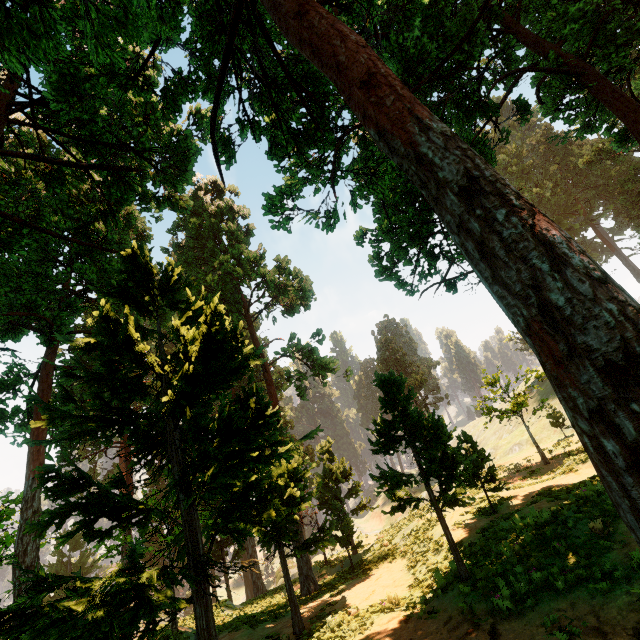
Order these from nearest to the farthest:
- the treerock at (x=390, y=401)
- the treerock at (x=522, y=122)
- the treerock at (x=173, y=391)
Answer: the treerock at (x=173, y=391) < the treerock at (x=390, y=401) < the treerock at (x=522, y=122)

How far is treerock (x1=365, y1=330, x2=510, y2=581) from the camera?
9.3m

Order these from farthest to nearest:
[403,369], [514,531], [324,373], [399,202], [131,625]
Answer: [403,369], [324,373], [399,202], [514,531], [131,625]

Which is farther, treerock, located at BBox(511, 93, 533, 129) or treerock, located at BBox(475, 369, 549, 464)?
treerock, located at BBox(475, 369, 549, 464)

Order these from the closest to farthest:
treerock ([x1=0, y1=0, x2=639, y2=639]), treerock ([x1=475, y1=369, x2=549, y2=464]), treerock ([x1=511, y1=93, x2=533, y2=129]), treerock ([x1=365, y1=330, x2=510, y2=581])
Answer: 1. treerock ([x1=0, y1=0, x2=639, y2=639])
2. treerock ([x1=365, y1=330, x2=510, y2=581])
3. treerock ([x1=511, y1=93, x2=533, y2=129])
4. treerock ([x1=475, y1=369, x2=549, y2=464])

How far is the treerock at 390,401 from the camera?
9.3m
